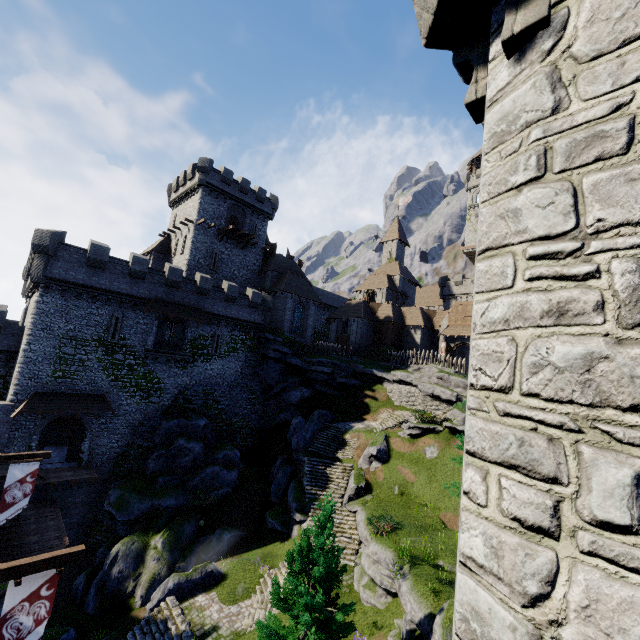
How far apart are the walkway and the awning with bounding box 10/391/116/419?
3.6 meters

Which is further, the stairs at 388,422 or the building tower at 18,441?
the stairs at 388,422

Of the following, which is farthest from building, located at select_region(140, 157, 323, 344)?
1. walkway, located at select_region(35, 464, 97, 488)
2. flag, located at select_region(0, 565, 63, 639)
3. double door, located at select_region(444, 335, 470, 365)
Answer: flag, located at select_region(0, 565, 63, 639)

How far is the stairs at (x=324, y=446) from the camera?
28.8 meters

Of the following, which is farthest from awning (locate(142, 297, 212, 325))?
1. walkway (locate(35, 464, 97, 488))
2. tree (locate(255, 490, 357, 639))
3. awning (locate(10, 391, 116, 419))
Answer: tree (locate(255, 490, 357, 639))

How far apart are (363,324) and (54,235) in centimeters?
3462cm

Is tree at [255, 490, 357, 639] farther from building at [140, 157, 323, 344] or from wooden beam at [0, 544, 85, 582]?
building at [140, 157, 323, 344]

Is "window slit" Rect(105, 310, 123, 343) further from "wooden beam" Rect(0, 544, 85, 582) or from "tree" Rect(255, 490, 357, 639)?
"tree" Rect(255, 490, 357, 639)
